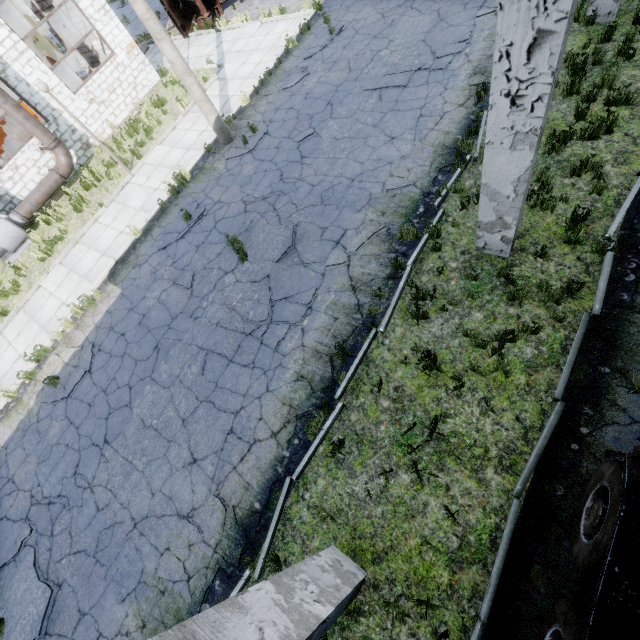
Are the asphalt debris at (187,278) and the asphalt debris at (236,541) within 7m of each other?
yes

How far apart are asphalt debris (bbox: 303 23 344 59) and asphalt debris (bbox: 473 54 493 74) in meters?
6.2

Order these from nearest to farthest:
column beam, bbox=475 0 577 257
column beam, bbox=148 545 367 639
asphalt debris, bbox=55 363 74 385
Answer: column beam, bbox=148 545 367 639, column beam, bbox=475 0 577 257, asphalt debris, bbox=55 363 74 385

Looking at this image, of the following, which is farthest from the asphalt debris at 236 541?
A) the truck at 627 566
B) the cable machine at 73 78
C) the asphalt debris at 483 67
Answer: the cable machine at 73 78

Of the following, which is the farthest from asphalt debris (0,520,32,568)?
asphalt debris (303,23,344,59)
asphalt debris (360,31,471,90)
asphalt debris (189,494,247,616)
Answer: asphalt debris (303,23,344,59)

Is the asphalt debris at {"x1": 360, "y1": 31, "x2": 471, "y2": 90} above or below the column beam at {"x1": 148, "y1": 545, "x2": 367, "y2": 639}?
below

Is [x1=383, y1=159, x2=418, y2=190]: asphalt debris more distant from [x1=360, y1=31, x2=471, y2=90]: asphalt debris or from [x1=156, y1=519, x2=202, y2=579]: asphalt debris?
[x1=156, y1=519, x2=202, y2=579]: asphalt debris

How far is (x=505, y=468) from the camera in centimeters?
457cm
